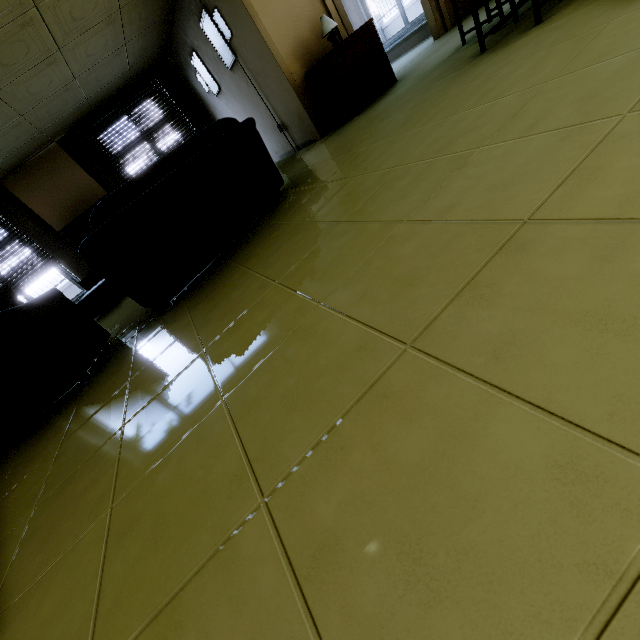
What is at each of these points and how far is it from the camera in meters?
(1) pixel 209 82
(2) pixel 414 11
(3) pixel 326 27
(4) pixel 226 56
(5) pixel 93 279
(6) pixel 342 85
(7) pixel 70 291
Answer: (1) picture frame, 6.4 m
(2) fence, 13.5 m
(3) lamp, 4.2 m
(4) picture frame, 5.3 m
(5) tv cabinet, 6.9 m
(6) dresser, 4.3 m
(7) fence, 12.5 m

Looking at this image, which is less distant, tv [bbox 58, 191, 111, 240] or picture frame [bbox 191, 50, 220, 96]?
picture frame [bbox 191, 50, 220, 96]

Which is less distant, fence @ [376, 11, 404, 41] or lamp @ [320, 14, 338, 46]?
lamp @ [320, 14, 338, 46]

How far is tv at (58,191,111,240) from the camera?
6.7 meters

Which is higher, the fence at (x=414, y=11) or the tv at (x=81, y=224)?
the tv at (x=81, y=224)

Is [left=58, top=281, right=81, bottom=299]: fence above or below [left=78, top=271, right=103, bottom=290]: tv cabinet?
above

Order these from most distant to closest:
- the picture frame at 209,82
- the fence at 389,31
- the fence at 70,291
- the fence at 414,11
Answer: the fence at 389,31 < the fence at 414,11 < the fence at 70,291 < the picture frame at 209,82

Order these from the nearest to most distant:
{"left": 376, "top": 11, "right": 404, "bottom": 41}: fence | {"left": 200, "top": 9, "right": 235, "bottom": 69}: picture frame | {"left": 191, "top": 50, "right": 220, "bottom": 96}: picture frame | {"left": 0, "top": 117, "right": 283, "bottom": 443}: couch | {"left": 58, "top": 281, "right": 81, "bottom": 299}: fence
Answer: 1. {"left": 0, "top": 117, "right": 283, "bottom": 443}: couch
2. {"left": 200, "top": 9, "right": 235, "bottom": 69}: picture frame
3. {"left": 191, "top": 50, "right": 220, "bottom": 96}: picture frame
4. {"left": 58, "top": 281, "right": 81, "bottom": 299}: fence
5. {"left": 376, "top": 11, "right": 404, "bottom": 41}: fence
